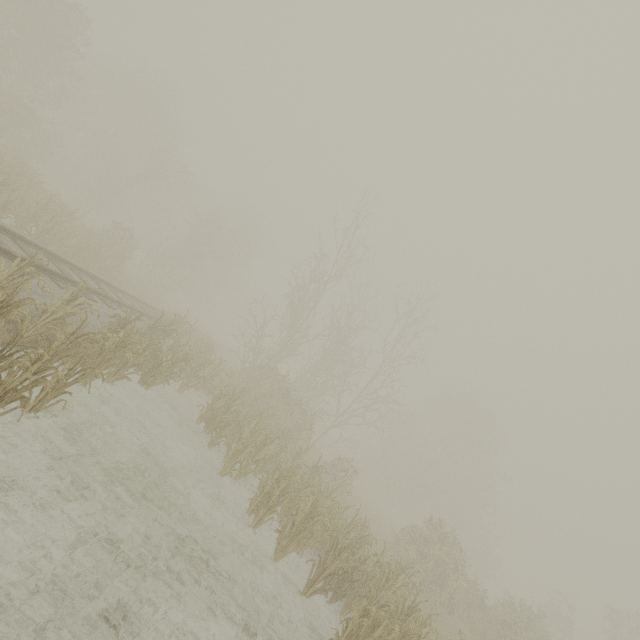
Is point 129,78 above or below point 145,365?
above
